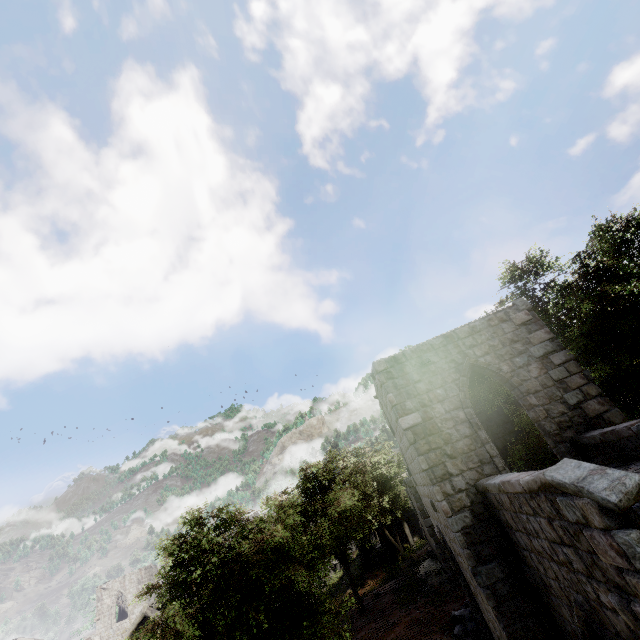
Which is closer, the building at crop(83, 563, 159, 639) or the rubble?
the rubble

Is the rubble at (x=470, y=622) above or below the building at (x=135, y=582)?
below

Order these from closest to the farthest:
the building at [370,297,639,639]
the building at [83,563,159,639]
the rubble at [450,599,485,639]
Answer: the building at [370,297,639,639], the rubble at [450,599,485,639], the building at [83,563,159,639]

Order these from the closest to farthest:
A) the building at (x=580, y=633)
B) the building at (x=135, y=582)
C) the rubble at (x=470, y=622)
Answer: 1. the building at (x=580, y=633)
2. the rubble at (x=470, y=622)
3. the building at (x=135, y=582)

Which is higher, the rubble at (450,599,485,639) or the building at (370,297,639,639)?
the building at (370,297,639,639)

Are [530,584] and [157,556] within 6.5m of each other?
no
